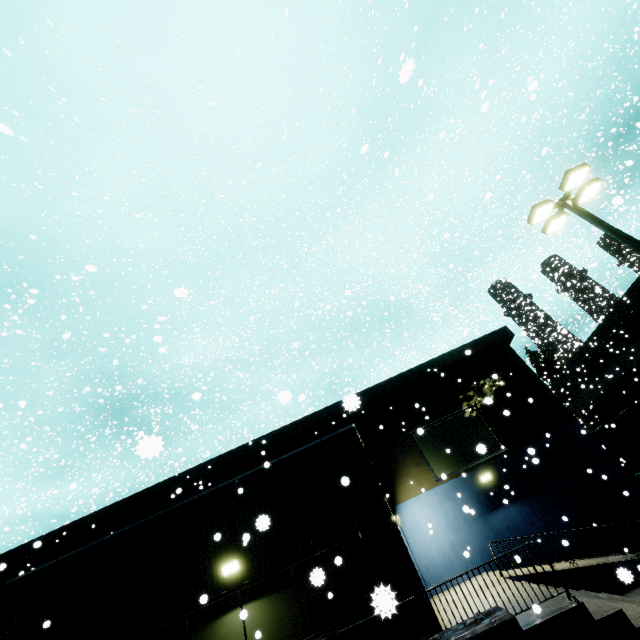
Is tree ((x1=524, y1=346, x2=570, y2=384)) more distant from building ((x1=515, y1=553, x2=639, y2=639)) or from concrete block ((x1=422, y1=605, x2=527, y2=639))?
concrete block ((x1=422, y1=605, x2=527, y2=639))

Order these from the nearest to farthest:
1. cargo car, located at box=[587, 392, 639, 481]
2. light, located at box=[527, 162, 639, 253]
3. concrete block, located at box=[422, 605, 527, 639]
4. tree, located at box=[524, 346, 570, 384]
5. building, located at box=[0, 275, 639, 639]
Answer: concrete block, located at box=[422, 605, 527, 639]
building, located at box=[0, 275, 639, 639]
light, located at box=[527, 162, 639, 253]
cargo car, located at box=[587, 392, 639, 481]
tree, located at box=[524, 346, 570, 384]

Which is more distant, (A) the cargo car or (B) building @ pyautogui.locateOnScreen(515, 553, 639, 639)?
(A) the cargo car

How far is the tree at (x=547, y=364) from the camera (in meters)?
36.75

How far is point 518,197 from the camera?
41.7m

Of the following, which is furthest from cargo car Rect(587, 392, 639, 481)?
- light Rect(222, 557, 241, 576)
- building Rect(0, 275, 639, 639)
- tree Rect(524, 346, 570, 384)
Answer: light Rect(222, 557, 241, 576)

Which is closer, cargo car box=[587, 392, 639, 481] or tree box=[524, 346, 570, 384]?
cargo car box=[587, 392, 639, 481]

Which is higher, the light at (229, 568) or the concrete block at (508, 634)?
the light at (229, 568)
